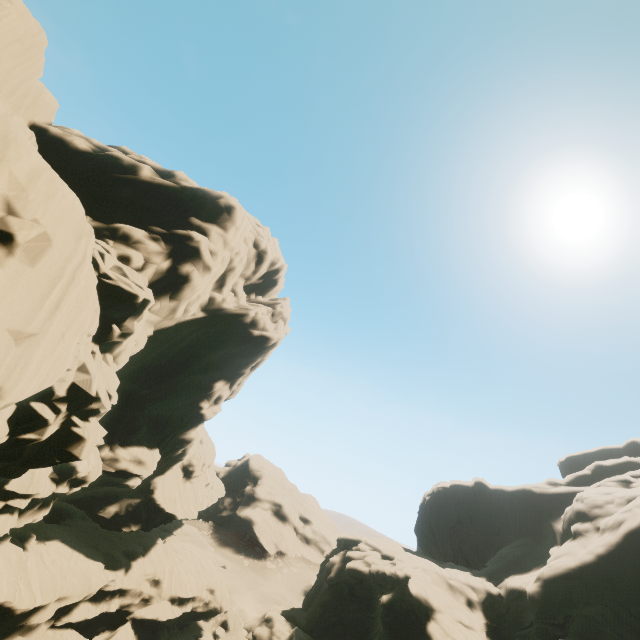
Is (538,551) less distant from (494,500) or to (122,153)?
(494,500)
